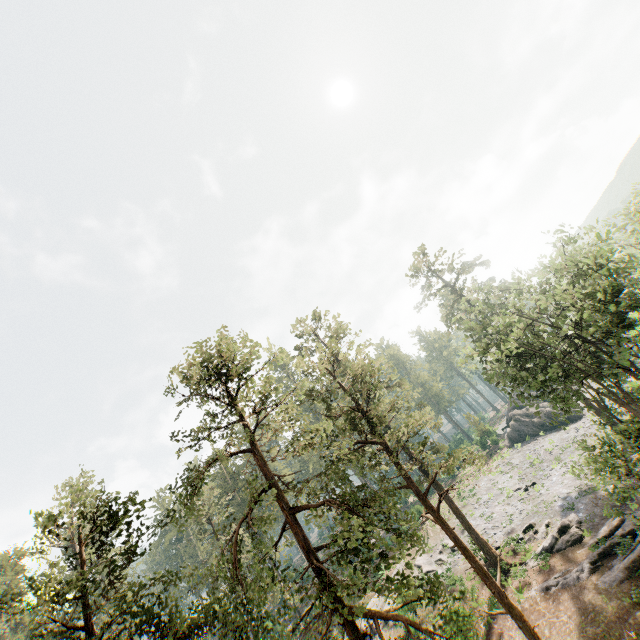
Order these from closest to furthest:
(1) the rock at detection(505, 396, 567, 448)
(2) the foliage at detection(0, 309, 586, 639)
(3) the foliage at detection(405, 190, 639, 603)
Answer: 1. (2) the foliage at detection(0, 309, 586, 639)
2. (3) the foliage at detection(405, 190, 639, 603)
3. (1) the rock at detection(505, 396, 567, 448)

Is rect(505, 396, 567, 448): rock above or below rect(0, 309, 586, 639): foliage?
below

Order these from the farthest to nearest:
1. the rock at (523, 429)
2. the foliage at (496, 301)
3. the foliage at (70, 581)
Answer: the rock at (523, 429), the foliage at (496, 301), the foliage at (70, 581)

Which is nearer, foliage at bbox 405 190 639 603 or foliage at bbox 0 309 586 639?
foliage at bbox 0 309 586 639

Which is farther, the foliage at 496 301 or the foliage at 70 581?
the foliage at 496 301

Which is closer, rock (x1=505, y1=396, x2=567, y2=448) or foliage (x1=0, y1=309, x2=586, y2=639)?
foliage (x1=0, y1=309, x2=586, y2=639)

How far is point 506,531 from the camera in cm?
3022
